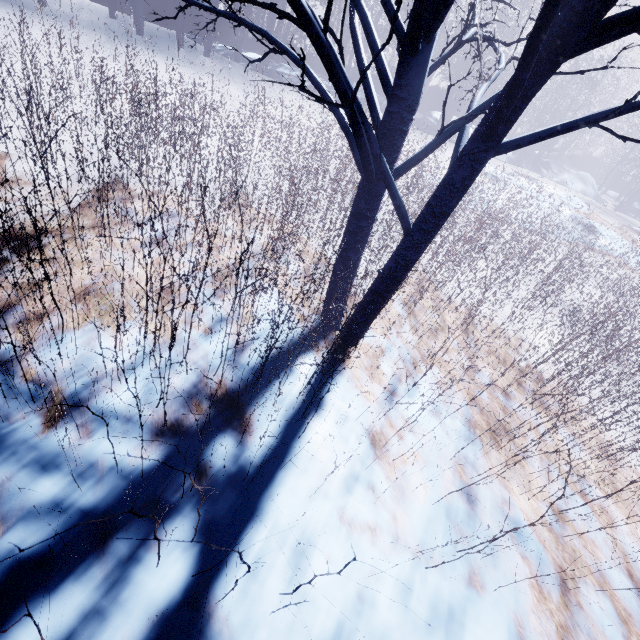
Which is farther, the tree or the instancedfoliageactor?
the instancedfoliageactor

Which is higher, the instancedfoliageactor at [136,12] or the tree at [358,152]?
the tree at [358,152]

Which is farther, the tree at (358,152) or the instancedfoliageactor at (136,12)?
the instancedfoliageactor at (136,12)

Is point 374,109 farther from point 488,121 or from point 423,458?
point 423,458

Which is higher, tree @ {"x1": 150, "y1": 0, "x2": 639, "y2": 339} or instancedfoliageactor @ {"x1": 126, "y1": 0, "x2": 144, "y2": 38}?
tree @ {"x1": 150, "y1": 0, "x2": 639, "y2": 339}
